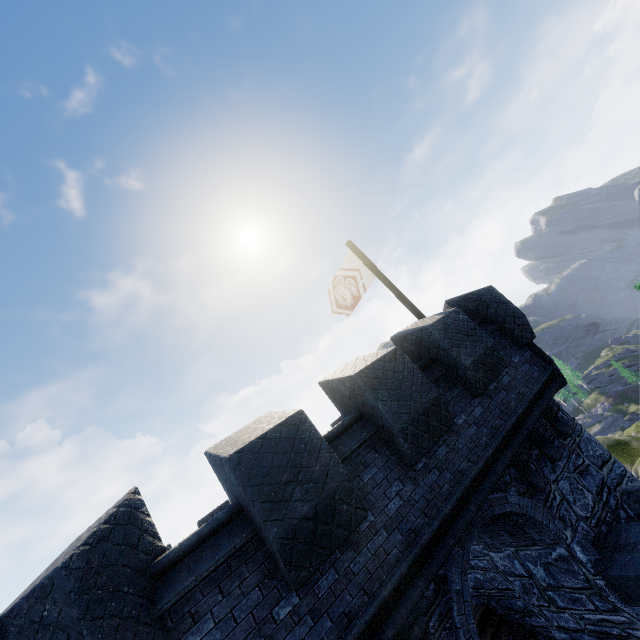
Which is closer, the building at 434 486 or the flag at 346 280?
the building at 434 486

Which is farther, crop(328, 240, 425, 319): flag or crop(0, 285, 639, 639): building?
crop(328, 240, 425, 319): flag

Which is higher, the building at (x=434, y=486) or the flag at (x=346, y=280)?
the flag at (x=346, y=280)

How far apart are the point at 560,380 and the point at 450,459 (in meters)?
4.69

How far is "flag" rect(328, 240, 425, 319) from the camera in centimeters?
1030cm

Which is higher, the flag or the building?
the flag
